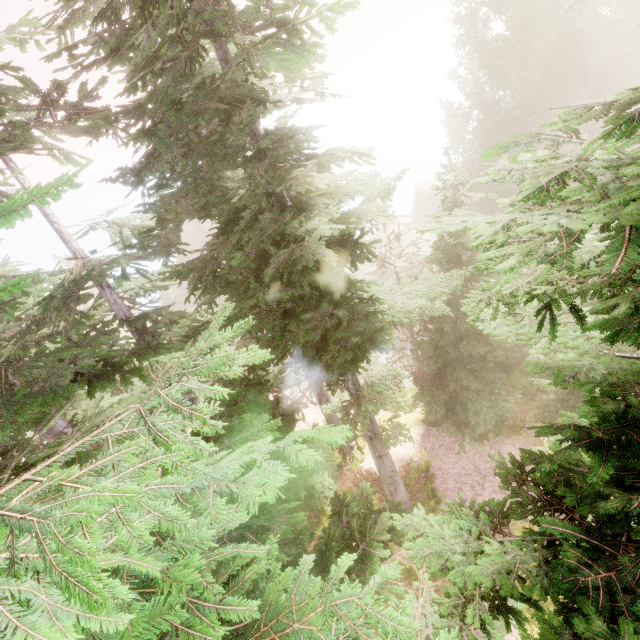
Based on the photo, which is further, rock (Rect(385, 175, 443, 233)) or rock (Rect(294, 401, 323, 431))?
rock (Rect(385, 175, 443, 233))

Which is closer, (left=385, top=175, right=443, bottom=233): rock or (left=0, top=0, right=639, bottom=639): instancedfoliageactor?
(left=0, top=0, right=639, bottom=639): instancedfoliageactor

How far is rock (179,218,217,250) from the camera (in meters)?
45.97

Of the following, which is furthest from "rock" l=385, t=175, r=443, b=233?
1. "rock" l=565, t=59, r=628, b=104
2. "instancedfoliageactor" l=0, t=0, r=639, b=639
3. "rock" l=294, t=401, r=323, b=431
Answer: "rock" l=294, t=401, r=323, b=431

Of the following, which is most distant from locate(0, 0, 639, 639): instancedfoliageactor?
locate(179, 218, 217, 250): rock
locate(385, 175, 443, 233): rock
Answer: locate(385, 175, 443, 233): rock

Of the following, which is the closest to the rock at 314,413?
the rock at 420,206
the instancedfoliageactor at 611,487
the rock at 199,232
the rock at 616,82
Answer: the instancedfoliageactor at 611,487

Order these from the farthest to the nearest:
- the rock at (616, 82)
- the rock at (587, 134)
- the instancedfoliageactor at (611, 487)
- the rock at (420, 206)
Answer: the rock at (420, 206) < the rock at (616, 82) < the rock at (587, 134) < the instancedfoliageactor at (611, 487)

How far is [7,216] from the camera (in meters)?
1.23
